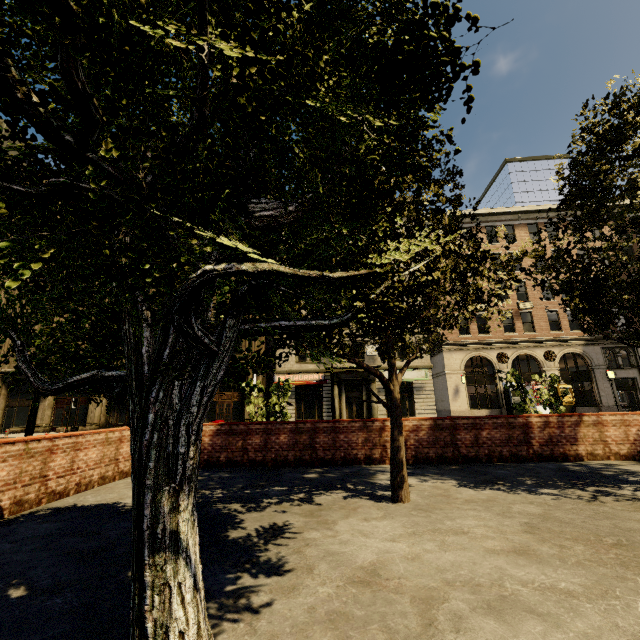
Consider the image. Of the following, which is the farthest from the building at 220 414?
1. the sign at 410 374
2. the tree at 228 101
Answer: the tree at 228 101

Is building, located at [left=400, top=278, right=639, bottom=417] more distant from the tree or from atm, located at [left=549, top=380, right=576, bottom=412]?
the tree

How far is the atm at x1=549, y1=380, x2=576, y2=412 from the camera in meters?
25.8

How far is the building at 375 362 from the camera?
27.6m

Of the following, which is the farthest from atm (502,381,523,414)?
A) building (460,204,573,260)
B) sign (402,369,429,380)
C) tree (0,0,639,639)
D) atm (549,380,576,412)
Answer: tree (0,0,639,639)

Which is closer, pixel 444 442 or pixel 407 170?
pixel 407 170

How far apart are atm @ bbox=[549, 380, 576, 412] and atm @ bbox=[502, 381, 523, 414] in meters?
2.8 m

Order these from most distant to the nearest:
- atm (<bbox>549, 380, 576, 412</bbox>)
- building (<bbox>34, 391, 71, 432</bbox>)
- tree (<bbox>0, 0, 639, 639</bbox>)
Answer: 1. building (<bbox>34, 391, 71, 432</bbox>)
2. atm (<bbox>549, 380, 576, 412</bbox>)
3. tree (<bbox>0, 0, 639, 639</bbox>)
